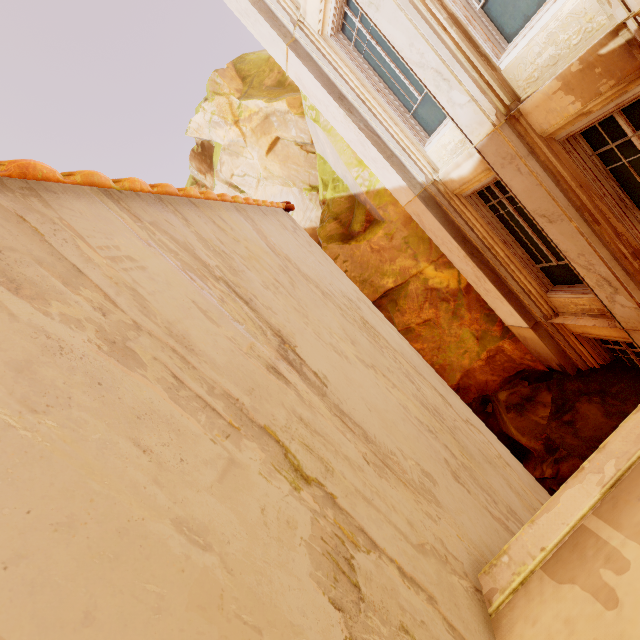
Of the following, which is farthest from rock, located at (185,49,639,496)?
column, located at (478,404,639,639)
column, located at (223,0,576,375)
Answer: column, located at (478,404,639,639)

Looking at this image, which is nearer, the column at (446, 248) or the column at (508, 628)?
the column at (508, 628)

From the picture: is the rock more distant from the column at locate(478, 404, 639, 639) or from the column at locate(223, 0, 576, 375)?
the column at locate(478, 404, 639, 639)

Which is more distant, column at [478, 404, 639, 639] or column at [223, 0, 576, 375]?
column at [223, 0, 576, 375]

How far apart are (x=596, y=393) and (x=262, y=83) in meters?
17.8

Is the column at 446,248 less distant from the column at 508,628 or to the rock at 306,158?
the rock at 306,158
